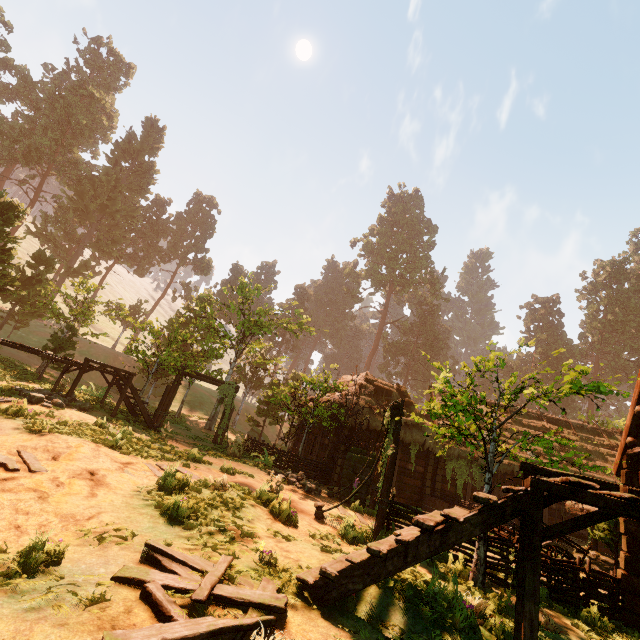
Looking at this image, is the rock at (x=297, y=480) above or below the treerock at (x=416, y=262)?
below

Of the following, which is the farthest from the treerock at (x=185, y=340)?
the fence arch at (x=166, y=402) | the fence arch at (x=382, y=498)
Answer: the fence arch at (x=382, y=498)

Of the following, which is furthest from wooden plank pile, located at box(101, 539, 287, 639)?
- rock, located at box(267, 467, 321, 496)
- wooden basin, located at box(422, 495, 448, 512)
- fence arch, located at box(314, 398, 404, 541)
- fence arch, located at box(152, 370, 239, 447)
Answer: wooden basin, located at box(422, 495, 448, 512)

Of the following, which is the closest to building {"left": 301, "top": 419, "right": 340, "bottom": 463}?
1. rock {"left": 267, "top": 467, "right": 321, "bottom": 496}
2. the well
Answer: rock {"left": 267, "top": 467, "right": 321, "bottom": 496}

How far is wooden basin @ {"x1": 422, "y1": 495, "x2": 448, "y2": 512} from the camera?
16.2 meters

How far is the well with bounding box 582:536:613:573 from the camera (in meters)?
11.41

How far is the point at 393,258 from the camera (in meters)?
57.06

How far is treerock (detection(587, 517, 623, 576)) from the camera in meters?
8.6 m
